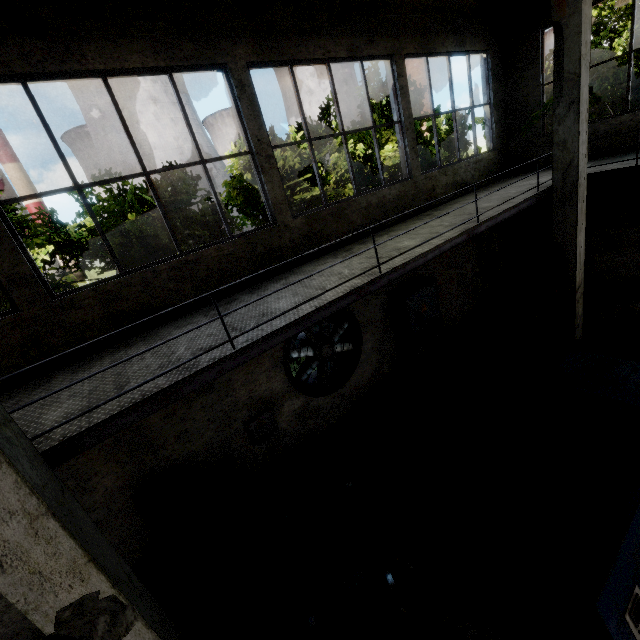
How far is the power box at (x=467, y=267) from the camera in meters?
10.0

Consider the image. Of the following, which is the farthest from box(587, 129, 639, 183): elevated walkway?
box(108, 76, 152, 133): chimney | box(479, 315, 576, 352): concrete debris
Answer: box(108, 76, 152, 133): chimney

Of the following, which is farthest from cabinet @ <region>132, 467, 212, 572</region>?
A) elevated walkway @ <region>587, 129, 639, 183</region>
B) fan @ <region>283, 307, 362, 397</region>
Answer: elevated walkway @ <region>587, 129, 639, 183</region>

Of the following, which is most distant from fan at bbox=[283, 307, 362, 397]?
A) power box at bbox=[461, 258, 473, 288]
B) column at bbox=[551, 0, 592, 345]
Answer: column at bbox=[551, 0, 592, 345]

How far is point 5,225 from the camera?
4.1 meters

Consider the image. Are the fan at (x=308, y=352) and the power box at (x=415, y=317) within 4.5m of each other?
yes

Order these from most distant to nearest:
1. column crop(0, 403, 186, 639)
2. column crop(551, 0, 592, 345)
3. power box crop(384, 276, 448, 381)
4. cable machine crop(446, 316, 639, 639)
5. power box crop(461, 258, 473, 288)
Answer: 1. power box crop(461, 258, 473, 288)
2. power box crop(384, 276, 448, 381)
3. column crop(551, 0, 592, 345)
4. cable machine crop(446, 316, 639, 639)
5. column crop(0, 403, 186, 639)

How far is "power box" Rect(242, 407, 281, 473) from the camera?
6.5 meters
